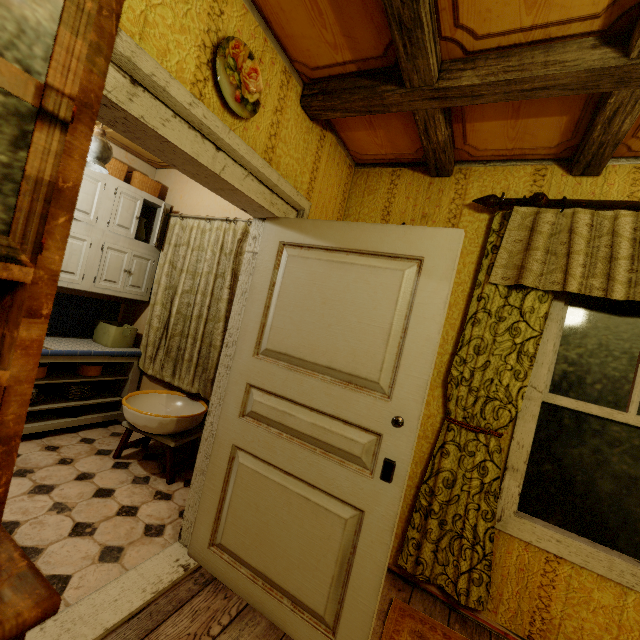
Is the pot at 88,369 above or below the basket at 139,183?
below

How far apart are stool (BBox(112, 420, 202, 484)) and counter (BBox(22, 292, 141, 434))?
0.6 meters

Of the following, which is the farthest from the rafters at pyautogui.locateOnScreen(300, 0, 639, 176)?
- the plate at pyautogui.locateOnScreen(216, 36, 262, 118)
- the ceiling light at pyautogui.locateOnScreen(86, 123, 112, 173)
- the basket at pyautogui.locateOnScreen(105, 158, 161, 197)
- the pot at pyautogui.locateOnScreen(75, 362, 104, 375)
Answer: the pot at pyautogui.locateOnScreen(75, 362, 104, 375)

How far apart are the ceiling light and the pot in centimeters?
192cm

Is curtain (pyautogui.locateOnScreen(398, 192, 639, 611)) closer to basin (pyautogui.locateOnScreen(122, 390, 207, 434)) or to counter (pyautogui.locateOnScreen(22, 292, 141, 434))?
basin (pyautogui.locateOnScreen(122, 390, 207, 434))

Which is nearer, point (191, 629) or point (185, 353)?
point (191, 629)

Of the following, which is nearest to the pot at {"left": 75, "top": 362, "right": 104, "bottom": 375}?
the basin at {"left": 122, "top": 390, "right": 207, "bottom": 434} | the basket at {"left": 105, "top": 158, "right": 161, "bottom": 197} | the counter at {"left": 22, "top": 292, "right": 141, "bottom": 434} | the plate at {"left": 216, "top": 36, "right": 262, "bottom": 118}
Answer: the counter at {"left": 22, "top": 292, "right": 141, "bottom": 434}

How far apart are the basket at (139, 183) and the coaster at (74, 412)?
2.3 meters
